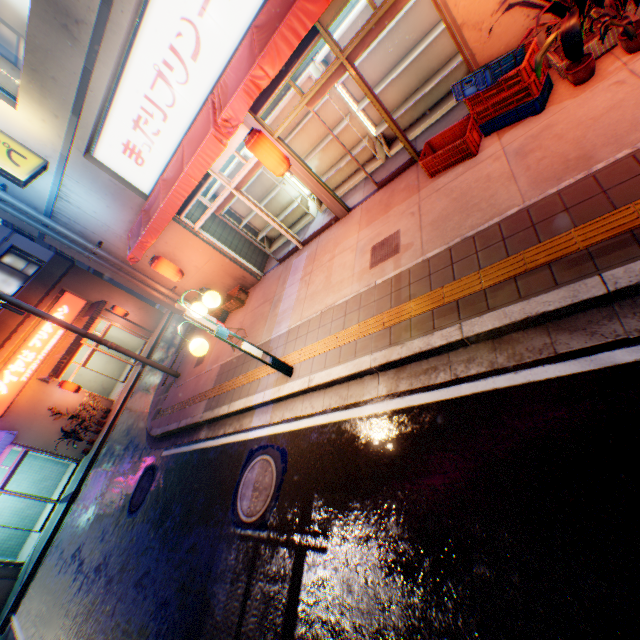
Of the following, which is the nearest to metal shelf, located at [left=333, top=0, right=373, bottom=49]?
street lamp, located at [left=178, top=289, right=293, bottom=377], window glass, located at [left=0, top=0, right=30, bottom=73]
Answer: window glass, located at [left=0, top=0, right=30, bottom=73]

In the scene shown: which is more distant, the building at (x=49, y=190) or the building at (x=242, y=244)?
the building at (x=242, y=244)

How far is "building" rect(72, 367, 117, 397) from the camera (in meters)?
20.16

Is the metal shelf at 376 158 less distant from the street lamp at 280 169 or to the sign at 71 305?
the street lamp at 280 169

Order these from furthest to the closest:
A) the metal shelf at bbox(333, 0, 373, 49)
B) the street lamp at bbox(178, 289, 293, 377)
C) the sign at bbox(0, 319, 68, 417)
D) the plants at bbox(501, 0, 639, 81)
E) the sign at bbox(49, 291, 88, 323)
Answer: the sign at bbox(49, 291, 88, 323)
the sign at bbox(0, 319, 68, 417)
the metal shelf at bbox(333, 0, 373, 49)
the street lamp at bbox(178, 289, 293, 377)
the plants at bbox(501, 0, 639, 81)

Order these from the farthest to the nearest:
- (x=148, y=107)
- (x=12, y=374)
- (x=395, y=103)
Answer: (x=12, y=374) → (x=395, y=103) → (x=148, y=107)

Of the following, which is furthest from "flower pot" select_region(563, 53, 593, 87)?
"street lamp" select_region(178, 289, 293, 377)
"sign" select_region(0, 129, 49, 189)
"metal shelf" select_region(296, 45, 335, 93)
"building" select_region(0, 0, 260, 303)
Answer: "sign" select_region(0, 129, 49, 189)

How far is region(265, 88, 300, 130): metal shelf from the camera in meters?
7.4 m
